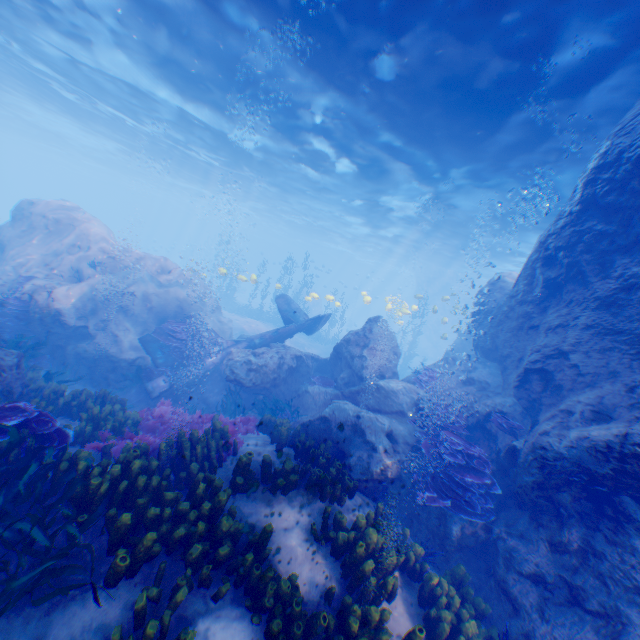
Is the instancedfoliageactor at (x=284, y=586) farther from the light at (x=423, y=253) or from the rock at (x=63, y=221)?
the light at (x=423, y=253)

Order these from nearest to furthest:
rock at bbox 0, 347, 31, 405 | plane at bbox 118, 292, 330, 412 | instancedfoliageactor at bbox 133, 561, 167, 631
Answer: instancedfoliageactor at bbox 133, 561, 167, 631
rock at bbox 0, 347, 31, 405
plane at bbox 118, 292, 330, 412

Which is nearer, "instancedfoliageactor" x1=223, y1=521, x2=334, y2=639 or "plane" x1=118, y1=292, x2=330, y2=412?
"instancedfoliageactor" x1=223, y1=521, x2=334, y2=639

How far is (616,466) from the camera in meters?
5.0 m

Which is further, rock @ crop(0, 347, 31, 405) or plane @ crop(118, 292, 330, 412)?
plane @ crop(118, 292, 330, 412)

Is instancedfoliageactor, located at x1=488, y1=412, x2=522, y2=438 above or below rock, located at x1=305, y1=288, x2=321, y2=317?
above

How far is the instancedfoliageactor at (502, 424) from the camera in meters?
8.0 m

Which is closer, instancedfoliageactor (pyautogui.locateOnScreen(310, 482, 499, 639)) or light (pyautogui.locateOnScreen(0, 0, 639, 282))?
instancedfoliageactor (pyautogui.locateOnScreen(310, 482, 499, 639))
